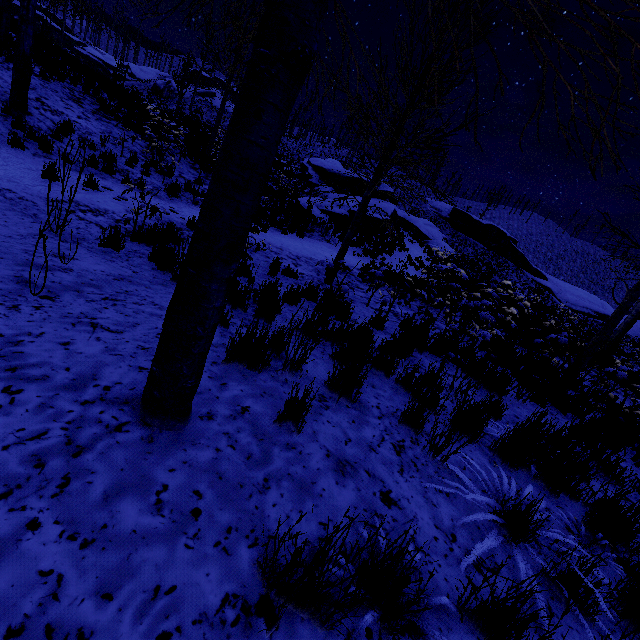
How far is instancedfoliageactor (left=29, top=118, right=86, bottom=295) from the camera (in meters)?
2.47

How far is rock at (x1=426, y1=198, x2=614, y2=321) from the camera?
39.0m

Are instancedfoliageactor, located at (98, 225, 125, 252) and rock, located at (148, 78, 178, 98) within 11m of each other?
no

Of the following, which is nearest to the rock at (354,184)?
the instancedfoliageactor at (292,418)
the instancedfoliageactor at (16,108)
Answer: the instancedfoliageactor at (16,108)

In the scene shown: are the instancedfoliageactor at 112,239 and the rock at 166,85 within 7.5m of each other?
no

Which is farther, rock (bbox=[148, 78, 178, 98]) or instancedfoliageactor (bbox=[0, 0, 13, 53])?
rock (bbox=[148, 78, 178, 98])

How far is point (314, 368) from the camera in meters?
3.2 m

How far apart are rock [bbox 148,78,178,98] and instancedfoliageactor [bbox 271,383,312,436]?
71.82m
